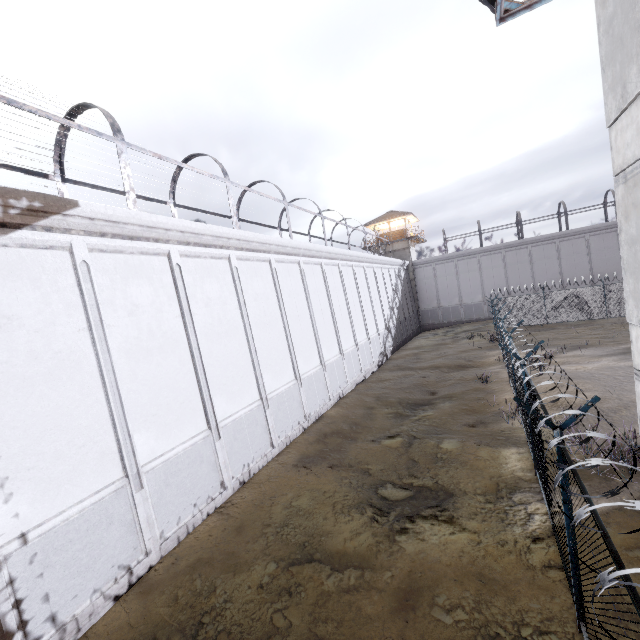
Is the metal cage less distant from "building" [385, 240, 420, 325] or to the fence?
"building" [385, 240, 420, 325]

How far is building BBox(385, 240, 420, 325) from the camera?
40.1m

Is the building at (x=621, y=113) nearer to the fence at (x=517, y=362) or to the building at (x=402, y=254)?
the fence at (x=517, y=362)

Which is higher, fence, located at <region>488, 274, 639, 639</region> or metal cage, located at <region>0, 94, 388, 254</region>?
metal cage, located at <region>0, 94, 388, 254</region>

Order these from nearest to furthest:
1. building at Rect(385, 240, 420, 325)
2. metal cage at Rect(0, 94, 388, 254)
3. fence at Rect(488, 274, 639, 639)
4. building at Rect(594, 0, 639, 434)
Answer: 1. fence at Rect(488, 274, 639, 639)
2. building at Rect(594, 0, 639, 434)
3. metal cage at Rect(0, 94, 388, 254)
4. building at Rect(385, 240, 420, 325)

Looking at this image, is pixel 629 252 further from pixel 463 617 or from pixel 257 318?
pixel 257 318

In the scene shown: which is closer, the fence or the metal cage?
the fence

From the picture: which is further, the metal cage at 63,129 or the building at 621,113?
the metal cage at 63,129
